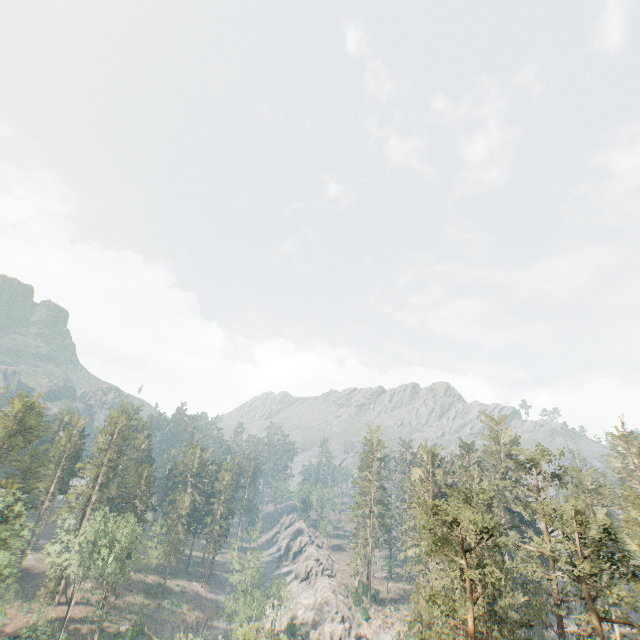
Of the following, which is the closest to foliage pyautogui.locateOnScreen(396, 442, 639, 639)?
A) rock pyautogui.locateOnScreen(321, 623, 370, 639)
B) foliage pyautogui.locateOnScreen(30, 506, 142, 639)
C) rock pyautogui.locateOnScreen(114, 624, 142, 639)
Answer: foliage pyautogui.locateOnScreen(30, 506, 142, 639)

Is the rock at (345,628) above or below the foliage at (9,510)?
below

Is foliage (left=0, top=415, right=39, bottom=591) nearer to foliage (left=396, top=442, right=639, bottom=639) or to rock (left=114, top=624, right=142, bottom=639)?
rock (left=114, top=624, right=142, bottom=639)

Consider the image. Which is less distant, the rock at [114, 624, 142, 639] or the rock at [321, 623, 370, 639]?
the rock at [114, 624, 142, 639]

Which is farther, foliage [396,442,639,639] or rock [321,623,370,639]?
rock [321,623,370,639]

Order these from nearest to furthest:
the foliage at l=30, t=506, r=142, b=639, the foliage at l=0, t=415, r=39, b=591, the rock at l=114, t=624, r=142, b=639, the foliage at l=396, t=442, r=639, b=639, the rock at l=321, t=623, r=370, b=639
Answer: the foliage at l=396, t=442, r=639, b=639
the foliage at l=0, t=415, r=39, b=591
the foliage at l=30, t=506, r=142, b=639
the rock at l=114, t=624, r=142, b=639
the rock at l=321, t=623, r=370, b=639

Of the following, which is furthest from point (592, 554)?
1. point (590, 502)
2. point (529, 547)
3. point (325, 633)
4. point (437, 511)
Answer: point (325, 633)

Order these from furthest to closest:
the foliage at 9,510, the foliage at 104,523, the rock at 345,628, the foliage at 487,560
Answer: the rock at 345,628 < the foliage at 104,523 < the foliage at 9,510 < the foliage at 487,560
